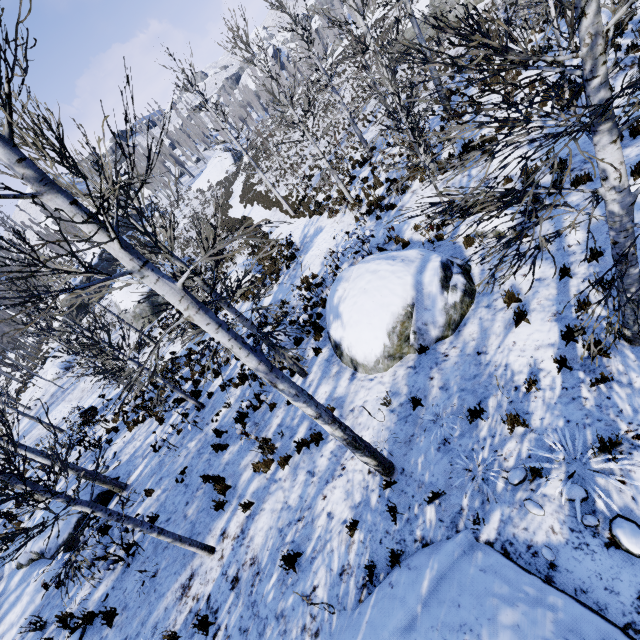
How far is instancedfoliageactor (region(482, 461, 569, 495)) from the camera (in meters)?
3.95

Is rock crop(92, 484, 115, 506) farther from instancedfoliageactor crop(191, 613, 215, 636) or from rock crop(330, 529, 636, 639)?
instancedfoliageactor crop(191, 613, 215, 636)

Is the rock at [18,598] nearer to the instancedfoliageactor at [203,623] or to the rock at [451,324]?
the rock at [451,324]

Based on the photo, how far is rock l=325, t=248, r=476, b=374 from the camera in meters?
7.0

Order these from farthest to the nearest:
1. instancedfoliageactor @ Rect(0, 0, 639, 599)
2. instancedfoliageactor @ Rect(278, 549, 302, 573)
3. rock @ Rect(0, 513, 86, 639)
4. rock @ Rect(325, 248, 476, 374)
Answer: rock @ Rect(0, 513, 86, 639) < rock @ Rect(325, 248, 476, 374) < instancedfoliageactor @ Rect(278, 549, 302, 573) < instancedfoliageactor @ Rect(0, 0, 639, 599)

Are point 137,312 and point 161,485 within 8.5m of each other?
no

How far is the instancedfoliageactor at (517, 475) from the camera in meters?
4.0 m
